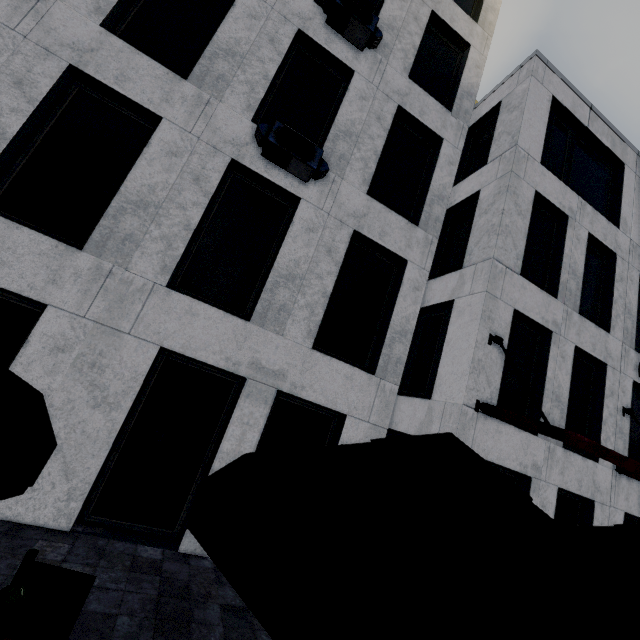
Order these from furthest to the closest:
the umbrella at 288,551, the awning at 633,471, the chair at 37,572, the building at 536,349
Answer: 1. the building at 536,349
2. the awning at 633,471
3. the chair at 37,572
4. the umbrella at 288,551

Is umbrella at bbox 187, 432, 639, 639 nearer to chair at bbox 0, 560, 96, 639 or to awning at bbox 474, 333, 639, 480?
chair at bbox 0, 560, 96, 639

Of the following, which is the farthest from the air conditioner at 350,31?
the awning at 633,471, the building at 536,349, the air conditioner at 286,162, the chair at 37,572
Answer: the chair at 37,572

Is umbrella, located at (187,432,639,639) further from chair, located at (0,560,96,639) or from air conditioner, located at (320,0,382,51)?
air conditioner, located at (320,0,382,51)

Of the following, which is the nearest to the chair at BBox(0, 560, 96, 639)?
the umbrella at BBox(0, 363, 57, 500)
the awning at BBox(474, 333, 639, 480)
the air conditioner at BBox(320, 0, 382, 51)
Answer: the umbrella at BBox(0, 363, 57, 500)

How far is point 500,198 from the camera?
9.3m

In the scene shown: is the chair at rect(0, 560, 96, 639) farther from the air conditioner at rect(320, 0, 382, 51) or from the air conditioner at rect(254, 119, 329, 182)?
the air conditioner at rect(320, 0, 382, 51)

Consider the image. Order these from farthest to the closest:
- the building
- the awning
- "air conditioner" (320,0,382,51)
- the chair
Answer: the building, "air conditioner" (320,0,382,51), the awning, the chair
